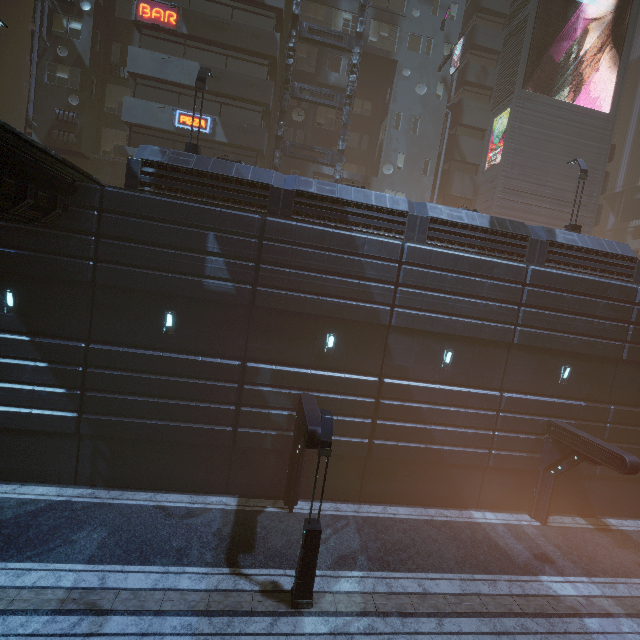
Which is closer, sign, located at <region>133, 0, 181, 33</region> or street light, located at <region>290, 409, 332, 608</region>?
street light, located at <region>290, 409, 332, 608</region>

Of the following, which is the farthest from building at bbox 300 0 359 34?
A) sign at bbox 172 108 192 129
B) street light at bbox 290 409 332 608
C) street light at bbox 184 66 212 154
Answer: street light at bbox 184 66 212 154

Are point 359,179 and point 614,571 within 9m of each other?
no

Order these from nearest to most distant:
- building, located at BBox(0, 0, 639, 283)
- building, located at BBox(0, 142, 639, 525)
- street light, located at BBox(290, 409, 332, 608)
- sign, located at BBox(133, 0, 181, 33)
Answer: street light, located at BBox(290, 409, 332, 608) < building, located at BBox(0, 142, 639, 525) < building, located at BBox(0, 0, 639, 283) < sign, located at BBox(133, 0, 181, 33)

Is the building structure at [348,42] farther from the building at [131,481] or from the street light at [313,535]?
the street light at [313,535]

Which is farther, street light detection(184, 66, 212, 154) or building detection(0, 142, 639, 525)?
street light detection(184, 66, 212, 154)

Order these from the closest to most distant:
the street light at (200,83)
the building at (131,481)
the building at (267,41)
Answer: the building at (131,481) → the building at (267,41) → the street light at (200,83)

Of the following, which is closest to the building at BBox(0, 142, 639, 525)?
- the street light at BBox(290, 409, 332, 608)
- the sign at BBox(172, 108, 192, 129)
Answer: the sign at BBox(172, 108, 192, 129)
